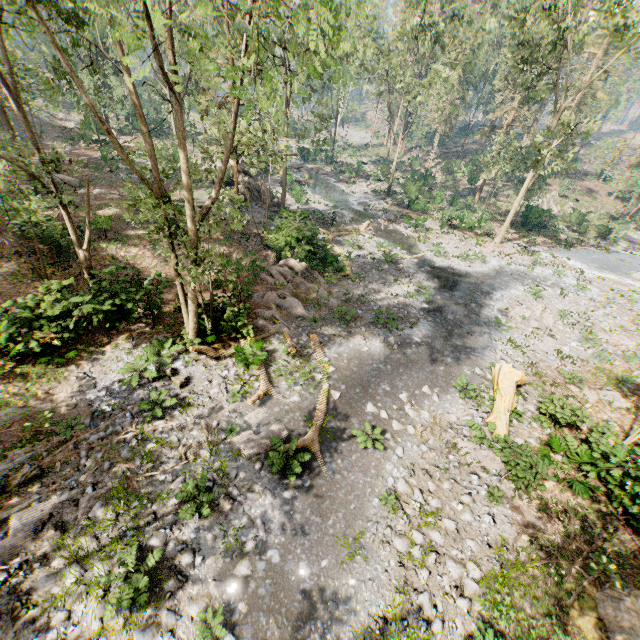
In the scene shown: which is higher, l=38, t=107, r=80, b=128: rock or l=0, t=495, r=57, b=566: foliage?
l=38, t=107, r=80, b=128: rock

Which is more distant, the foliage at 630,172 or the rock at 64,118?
the foliage at 630,172

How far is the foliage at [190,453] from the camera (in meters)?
10.38

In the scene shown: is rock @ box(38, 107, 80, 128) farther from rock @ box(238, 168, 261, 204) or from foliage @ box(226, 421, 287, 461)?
rock @ box(238, 168, 261, 204)

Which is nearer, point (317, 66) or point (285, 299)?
point (317, 66)

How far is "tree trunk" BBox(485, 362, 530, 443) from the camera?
12.3m

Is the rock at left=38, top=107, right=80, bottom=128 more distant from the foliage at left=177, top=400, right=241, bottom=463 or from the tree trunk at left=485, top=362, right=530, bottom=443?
the tree trunk at left=485, top=362, right=530, bottom=443

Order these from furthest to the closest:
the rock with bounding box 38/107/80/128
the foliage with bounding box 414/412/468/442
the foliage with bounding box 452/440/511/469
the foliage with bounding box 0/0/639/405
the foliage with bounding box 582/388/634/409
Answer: the rock with bounding box 38/107/80/128 → the foliage with bounding box 582/388/634/409 → the foliage with bounding box 414/412/468/442 → the foliage with bounding box 452/440/511/469 → the foliage with bounding box 0/0/639/405
